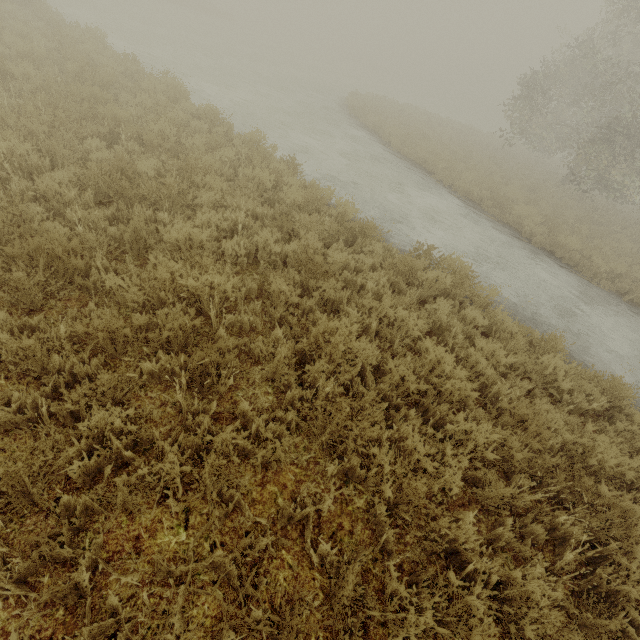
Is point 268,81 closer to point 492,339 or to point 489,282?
point 489,282
